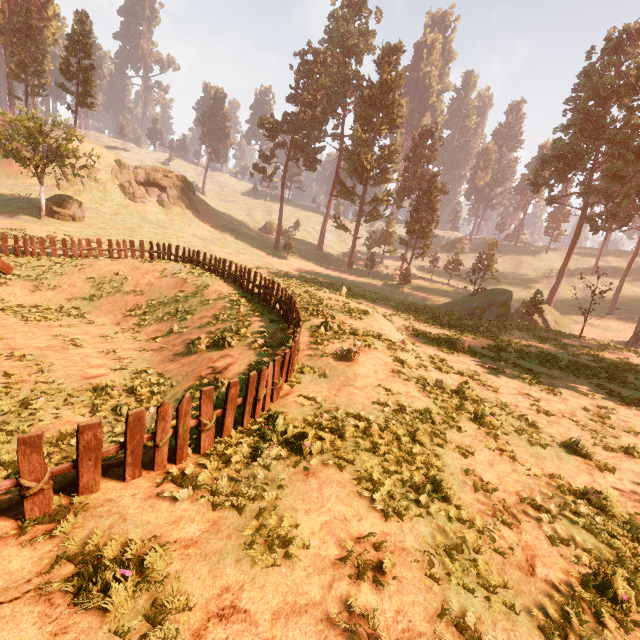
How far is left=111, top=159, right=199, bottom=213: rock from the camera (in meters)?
47.39

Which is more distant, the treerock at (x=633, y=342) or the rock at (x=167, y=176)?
the rock at (x=167, y=176)

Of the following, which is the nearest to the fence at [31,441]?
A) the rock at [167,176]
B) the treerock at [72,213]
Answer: the treerock at [72,213]

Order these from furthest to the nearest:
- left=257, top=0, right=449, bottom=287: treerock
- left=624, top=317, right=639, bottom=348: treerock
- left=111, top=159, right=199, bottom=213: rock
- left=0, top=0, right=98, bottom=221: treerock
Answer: left=111, top=159, right=199, bottom=213: rock → left=257, top=0, right=449, bottom=287: treerock → left=0, top=0, right=98, bottom=221: treerock → left=624, top=317, right=639, bottom=348: treerock

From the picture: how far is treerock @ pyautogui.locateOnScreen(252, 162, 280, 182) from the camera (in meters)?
50.19

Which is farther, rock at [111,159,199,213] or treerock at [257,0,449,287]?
rock at [111,159,199,213]

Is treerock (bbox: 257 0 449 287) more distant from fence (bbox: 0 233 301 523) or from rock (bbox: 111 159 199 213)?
rock (bbox: 111 159 199 213)

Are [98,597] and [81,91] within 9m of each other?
no
